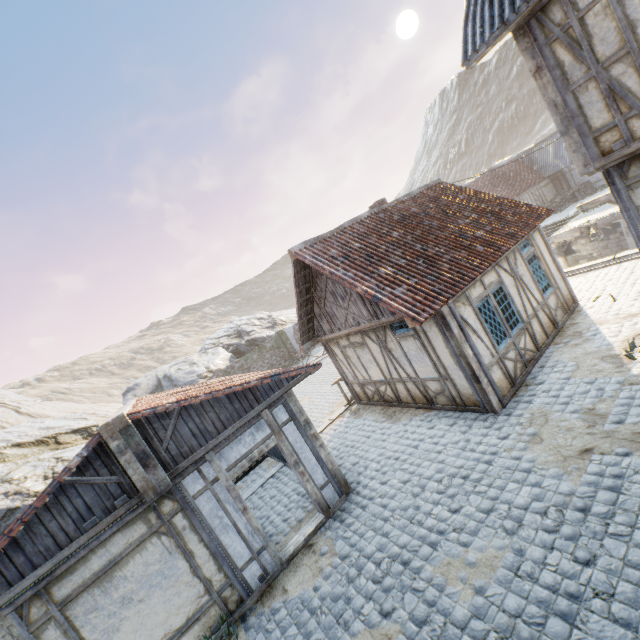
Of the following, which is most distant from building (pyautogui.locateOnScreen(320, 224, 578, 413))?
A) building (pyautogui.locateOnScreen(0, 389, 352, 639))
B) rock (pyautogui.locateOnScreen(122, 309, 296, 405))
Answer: rock (pyautogui.locateOnScreen(122, 309, 296, 405))

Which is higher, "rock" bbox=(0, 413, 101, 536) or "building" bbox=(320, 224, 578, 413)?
"rock" bbox=(0, 413, 101, 536)

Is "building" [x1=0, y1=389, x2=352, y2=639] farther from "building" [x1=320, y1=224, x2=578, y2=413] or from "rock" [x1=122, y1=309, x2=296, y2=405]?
"building" [x1=320, y1=224, x2=578, y2=413]

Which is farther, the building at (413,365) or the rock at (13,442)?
the rock at (13,442)

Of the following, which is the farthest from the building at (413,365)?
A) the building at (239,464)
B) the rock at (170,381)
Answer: the rock at (170,381)

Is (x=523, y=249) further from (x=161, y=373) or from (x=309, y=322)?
(x=161, y=373)
